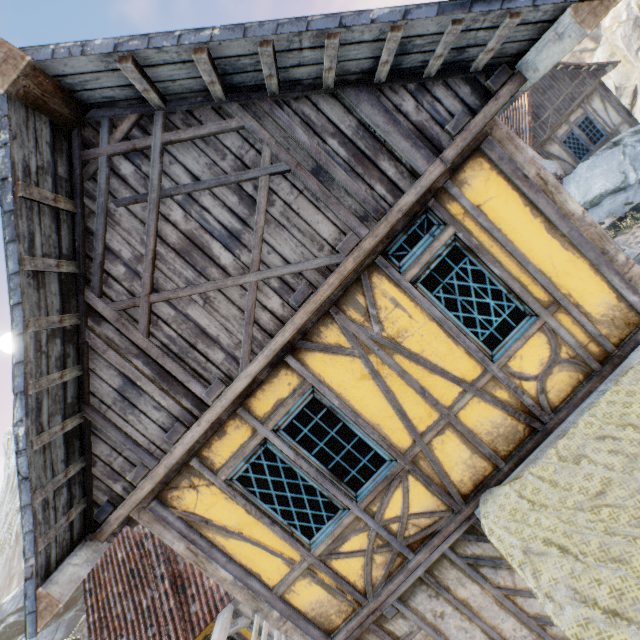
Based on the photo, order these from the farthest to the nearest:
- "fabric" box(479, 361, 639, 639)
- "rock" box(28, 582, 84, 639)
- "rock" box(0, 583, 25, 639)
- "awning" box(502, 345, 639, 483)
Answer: "rock" box(0, 583, 25, 639) → "rock" box(28, 582, 84, 639) → "awning" box(502, 345, 639, 483) → "fabric" box(479, 361, 639, 639)

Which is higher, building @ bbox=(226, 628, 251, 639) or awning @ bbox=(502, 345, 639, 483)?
awning @ bbox=(502, 345, 639, 483)

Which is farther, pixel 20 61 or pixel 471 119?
pixel 471 119

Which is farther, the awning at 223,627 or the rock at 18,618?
the rock at 18,618

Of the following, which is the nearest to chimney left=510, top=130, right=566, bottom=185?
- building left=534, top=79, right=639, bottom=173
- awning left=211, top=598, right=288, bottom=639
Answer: building left=534, top=79, right=639, bottom=173

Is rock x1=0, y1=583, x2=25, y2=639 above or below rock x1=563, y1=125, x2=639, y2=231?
above

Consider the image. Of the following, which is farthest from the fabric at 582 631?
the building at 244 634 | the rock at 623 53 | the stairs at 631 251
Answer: the rock at 623 53

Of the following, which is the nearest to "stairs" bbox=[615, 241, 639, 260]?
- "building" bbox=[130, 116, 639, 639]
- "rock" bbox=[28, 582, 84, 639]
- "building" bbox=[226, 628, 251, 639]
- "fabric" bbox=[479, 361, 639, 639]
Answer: "building" bbox=[130, 116, 639, 639]
